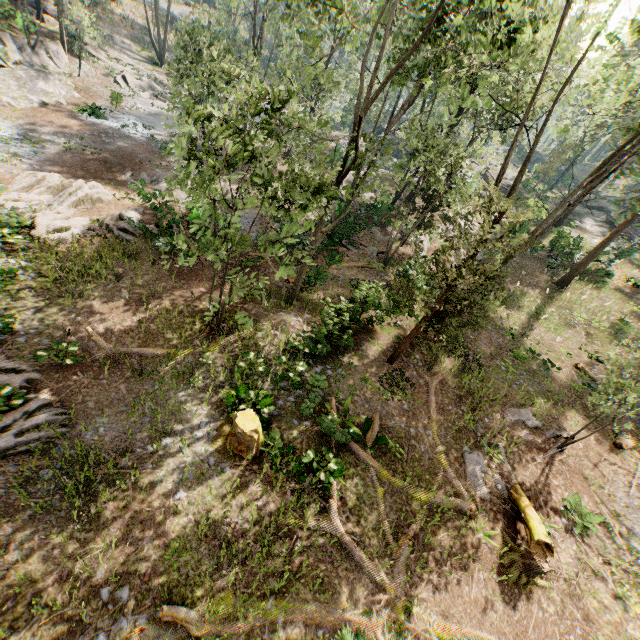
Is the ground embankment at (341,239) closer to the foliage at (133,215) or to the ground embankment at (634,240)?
the foliage at (133,215)

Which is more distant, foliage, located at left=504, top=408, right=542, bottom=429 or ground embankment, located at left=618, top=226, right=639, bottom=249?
ground embankment, located at left=618, top=226, right=639, bottom=249

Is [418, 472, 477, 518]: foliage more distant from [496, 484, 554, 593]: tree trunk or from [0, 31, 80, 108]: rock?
[496, 484, 554, 593]: tree trunk

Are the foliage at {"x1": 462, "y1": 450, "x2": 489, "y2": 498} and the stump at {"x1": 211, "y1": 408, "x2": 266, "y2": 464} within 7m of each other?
no

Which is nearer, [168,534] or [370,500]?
[168,534]

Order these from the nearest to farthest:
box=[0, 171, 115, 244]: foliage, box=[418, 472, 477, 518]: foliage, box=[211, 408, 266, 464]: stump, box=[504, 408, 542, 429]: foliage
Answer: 1. box=[211, 408, 266, 464]: stump
2. box=[418, 472, 477, 518]: foliage
3. box=[0, 171, 115, 244]: foliage
4. box=[504, 408, 542, 429]: foliage

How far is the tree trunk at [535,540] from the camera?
10.4m

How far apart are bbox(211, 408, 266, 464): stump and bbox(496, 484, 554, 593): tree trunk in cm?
897
